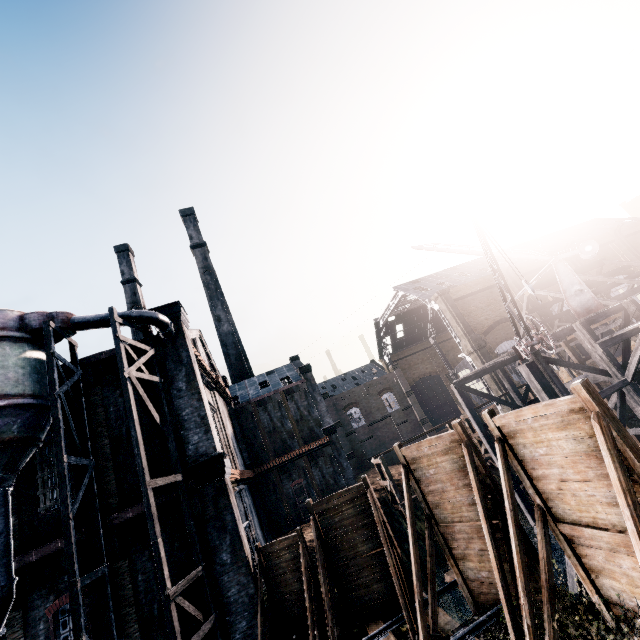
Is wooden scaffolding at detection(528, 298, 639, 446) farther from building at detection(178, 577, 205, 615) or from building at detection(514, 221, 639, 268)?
building at detection(514, 221, 639, 268)

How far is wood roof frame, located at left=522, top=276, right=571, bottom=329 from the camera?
33.5 meters

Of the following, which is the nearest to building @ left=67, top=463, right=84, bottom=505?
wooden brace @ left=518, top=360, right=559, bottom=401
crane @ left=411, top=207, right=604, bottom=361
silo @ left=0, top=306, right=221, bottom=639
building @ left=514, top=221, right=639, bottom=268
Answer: silo @ left=0, top=306, right=221, bottom=639

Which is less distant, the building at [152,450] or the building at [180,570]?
the building at [180,570]

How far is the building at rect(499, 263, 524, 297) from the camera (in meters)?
48.34

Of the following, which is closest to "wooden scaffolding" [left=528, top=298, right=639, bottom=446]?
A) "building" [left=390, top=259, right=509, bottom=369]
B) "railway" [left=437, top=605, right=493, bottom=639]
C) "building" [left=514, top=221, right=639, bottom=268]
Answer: A: "railway" [left=437, top=605, right=493, bottom=639]

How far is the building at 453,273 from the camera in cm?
4372

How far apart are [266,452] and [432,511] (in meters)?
22.04
